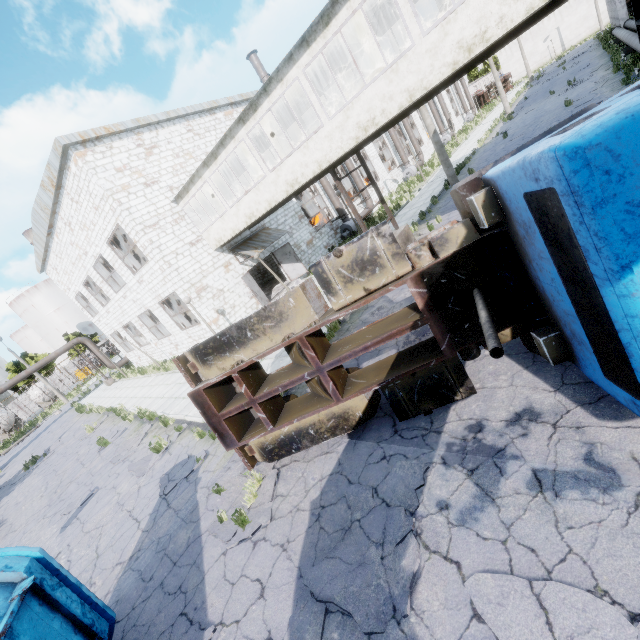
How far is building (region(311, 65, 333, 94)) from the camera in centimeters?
1226cm

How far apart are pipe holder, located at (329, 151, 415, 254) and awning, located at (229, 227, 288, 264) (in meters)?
6.59

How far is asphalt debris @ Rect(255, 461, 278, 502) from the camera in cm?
591

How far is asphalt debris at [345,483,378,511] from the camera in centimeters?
462cm

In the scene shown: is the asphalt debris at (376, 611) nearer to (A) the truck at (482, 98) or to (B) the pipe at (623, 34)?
(B) the pipe at (623, 34)

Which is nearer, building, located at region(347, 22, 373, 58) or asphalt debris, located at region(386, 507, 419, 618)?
asphalt debris, located at region(386, 507, 419, 618)

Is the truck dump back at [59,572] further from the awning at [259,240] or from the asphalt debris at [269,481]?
the awning at [259,240]

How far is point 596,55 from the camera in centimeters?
3158cm
